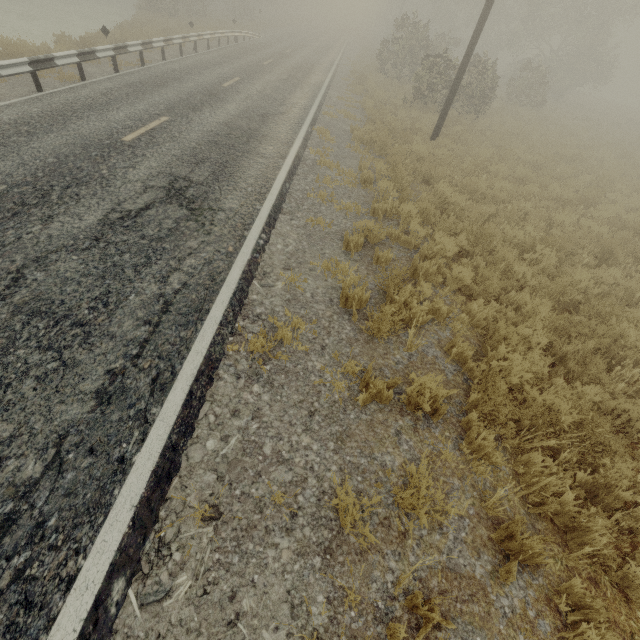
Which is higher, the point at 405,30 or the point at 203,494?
the point at 405,30
